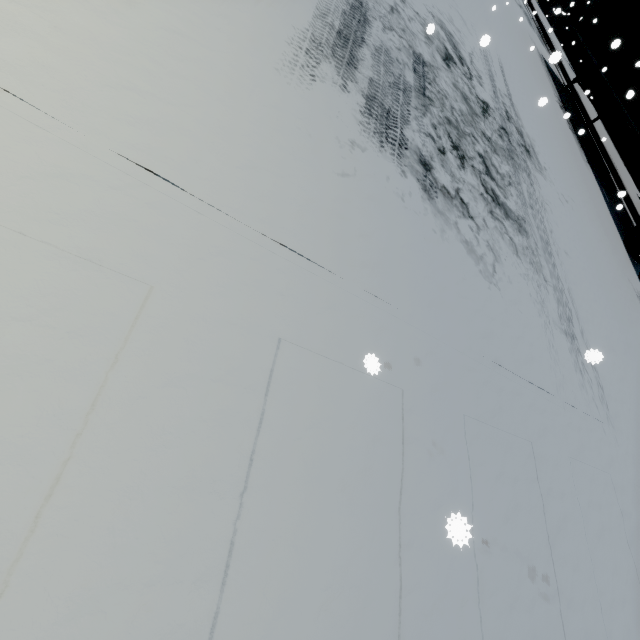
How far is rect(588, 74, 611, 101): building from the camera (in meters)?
19.78

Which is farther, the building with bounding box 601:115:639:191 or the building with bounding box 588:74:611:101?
the building with bounding box 588:74:611:101

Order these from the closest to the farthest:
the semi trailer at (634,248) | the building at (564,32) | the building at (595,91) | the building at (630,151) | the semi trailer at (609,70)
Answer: the semi trailer at (634,248)
the semi trailer at (609,70)
the building at (630,151)
the building at (595,91)
the building at (564,32)

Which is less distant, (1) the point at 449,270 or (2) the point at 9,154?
(2) the point at 9,154

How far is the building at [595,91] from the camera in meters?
19.8 m

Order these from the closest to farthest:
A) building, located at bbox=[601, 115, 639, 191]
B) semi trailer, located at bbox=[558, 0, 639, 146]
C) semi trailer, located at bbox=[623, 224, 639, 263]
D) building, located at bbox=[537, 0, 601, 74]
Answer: semi trailer, located at bbox=[623, 224, 639, 263], semi trailer, located at bbox=[558, 0, 639, 146], building, located at bbox=[601, 115, 639, 191], building, located at bbox=[537, 0, 601, 74]

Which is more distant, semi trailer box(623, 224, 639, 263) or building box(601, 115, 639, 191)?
building box(601, 115, 639, 191)
